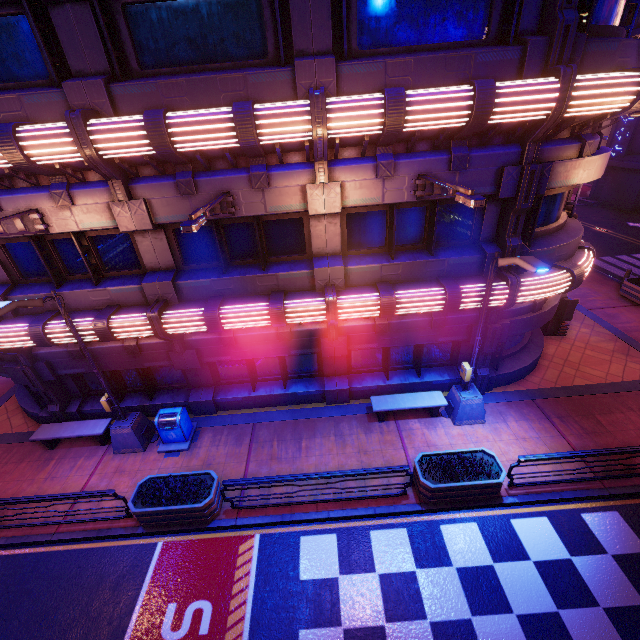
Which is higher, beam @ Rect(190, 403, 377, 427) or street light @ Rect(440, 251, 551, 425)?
street light @ Rect(440, 251, 551, 425)

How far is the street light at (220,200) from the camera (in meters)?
5.49

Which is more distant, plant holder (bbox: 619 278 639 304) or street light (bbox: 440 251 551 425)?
plant holder (bbox: 619 278 639 304)

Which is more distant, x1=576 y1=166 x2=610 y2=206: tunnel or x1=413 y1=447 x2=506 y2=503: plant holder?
x1=576 y1=166 x2=610 y2=206: tunnel

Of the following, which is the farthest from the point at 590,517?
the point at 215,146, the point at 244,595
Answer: the point at 215,146

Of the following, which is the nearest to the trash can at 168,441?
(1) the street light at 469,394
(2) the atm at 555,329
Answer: (1) the street light at 469,394

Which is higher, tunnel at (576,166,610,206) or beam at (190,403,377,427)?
tunnel at (576,166,610,206)

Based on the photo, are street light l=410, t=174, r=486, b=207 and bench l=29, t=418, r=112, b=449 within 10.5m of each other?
no
